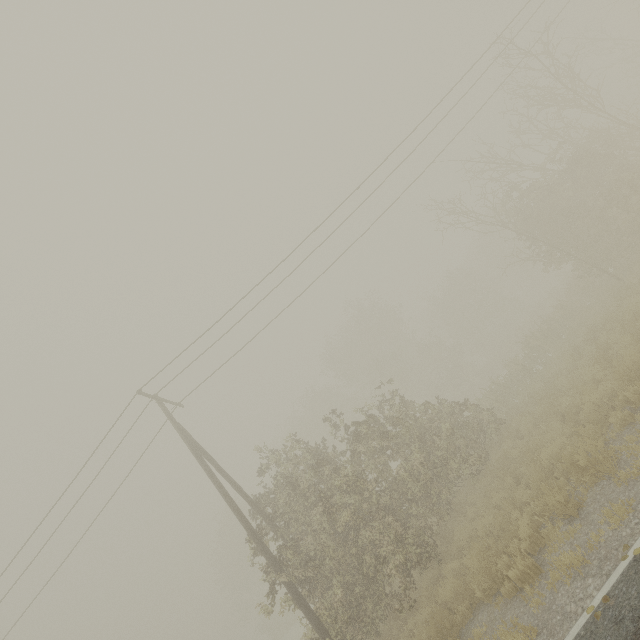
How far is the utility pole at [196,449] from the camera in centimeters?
1052cm

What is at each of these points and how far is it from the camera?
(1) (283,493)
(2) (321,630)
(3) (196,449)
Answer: (1) tree, 13.5 meters
(2) utility pole, 9.3 meters
(3) utility pole, 12.6 meters

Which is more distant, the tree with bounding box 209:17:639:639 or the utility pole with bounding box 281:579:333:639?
the tree with bounding box 209:17:639:639

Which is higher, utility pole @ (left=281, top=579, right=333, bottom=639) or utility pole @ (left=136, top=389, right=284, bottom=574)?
utility pole @ (left=136, top=389, right=284, bottom=574)

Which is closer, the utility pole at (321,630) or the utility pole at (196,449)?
the utility pole at (321,630)

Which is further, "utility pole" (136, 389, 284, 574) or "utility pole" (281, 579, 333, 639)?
"utility pole" (136, 389, 284, 574)

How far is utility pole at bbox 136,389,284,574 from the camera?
10.52m
